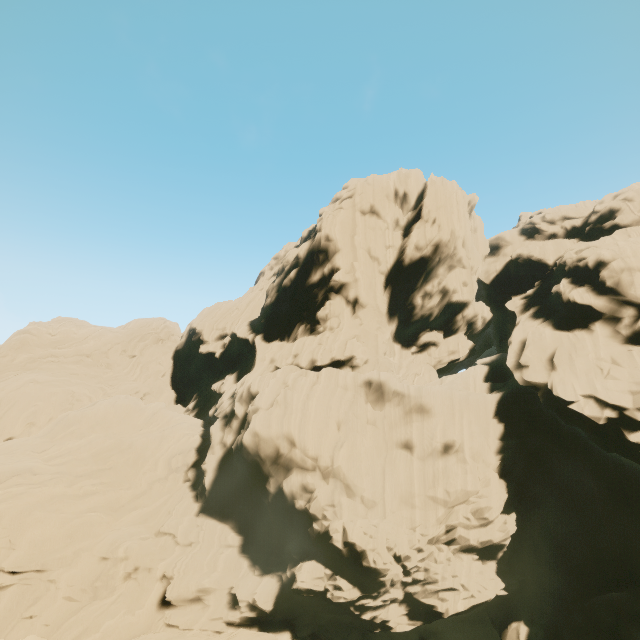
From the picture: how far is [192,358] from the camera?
47.3 meters
